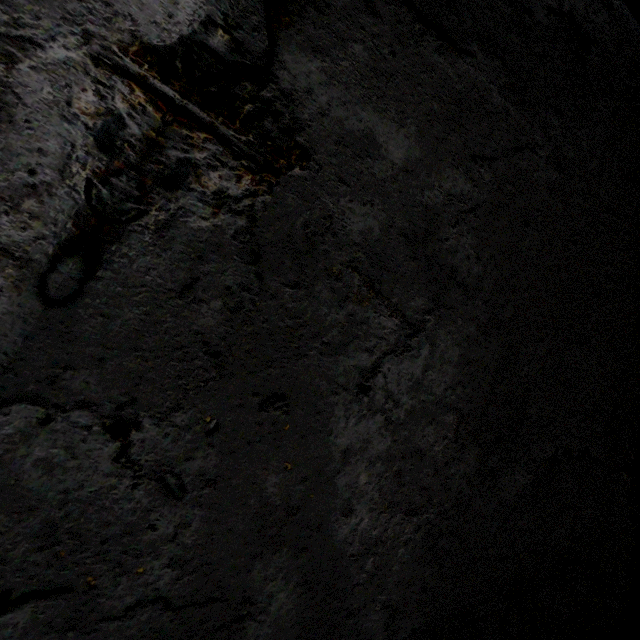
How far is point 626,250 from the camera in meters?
2.5
